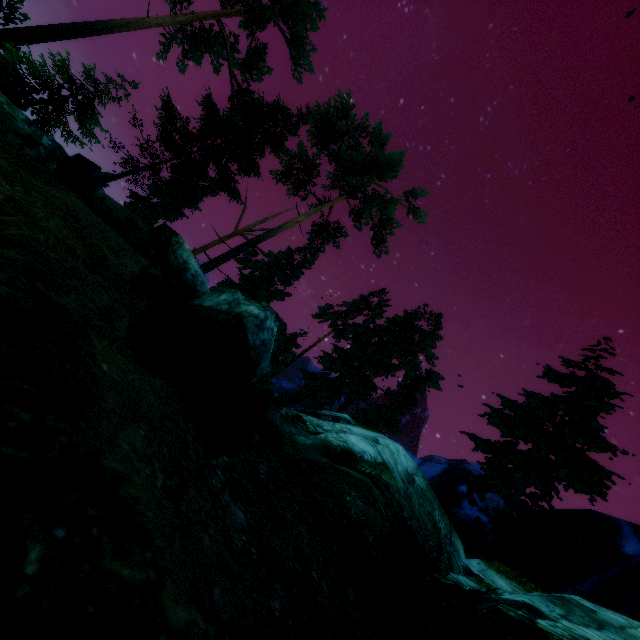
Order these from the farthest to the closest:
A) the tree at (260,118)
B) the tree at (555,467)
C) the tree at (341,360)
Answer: the tree at (341,360), the tree at (260,118), the tree at (555,467)

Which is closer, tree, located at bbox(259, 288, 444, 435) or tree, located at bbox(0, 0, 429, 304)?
tree, located at bbox(0, 0, 429, 304)

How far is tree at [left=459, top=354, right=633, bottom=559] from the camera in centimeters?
1309cm

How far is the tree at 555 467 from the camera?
13.1m

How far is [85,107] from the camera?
19.5m
